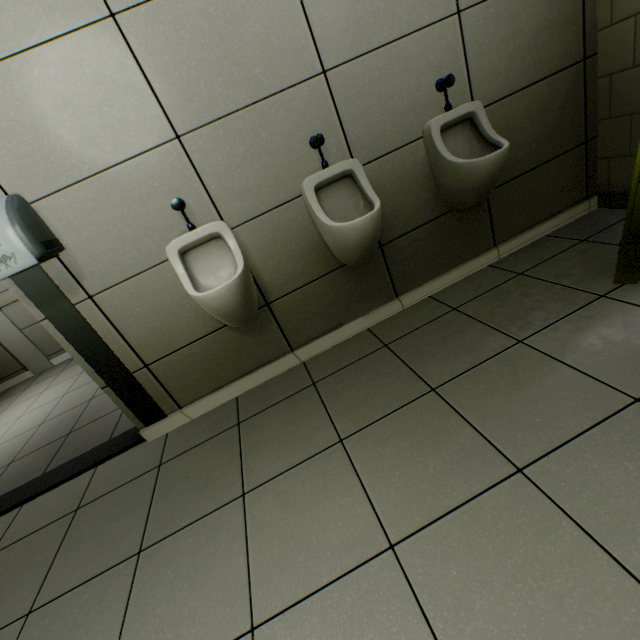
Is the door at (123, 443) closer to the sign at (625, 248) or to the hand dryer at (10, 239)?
the hand dryer at (10, 239)

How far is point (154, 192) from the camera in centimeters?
163cm

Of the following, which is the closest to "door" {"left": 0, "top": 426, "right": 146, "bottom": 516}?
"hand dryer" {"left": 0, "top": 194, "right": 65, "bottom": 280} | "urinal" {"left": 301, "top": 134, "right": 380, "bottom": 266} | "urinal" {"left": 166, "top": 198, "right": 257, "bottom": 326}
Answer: A: "hand dryer" {"left": 0, "top": 194, "right": 65, "bottom": 280}

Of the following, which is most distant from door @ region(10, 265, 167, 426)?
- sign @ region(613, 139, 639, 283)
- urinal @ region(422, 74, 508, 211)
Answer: sign @ region(613, 139, 639, 283)

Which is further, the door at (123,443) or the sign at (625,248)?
the door at (123,443)

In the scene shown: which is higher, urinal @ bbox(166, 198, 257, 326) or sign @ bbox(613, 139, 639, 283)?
urinal @ bbox(166, 198, 257, 326)

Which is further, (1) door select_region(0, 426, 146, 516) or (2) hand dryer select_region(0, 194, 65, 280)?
(1) door select_region(0, 426, 146, 516)

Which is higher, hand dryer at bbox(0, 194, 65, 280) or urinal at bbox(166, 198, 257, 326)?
hand dryer at bbox(0, 194, 65, 280)
